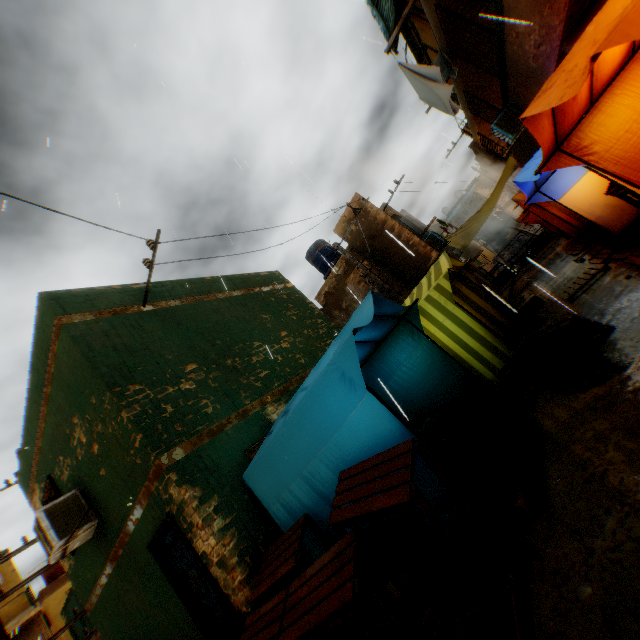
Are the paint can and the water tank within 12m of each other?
no

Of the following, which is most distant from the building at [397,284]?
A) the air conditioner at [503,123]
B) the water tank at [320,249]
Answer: the water tank at [320,249]

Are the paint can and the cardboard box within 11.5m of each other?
yes

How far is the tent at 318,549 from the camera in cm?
430

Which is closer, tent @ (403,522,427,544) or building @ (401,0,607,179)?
tent @ (403,522,427,544)

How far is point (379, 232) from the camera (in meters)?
15.02

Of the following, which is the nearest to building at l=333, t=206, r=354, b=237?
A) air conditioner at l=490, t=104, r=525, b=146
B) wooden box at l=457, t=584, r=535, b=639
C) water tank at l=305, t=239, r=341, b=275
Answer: air conditioner at l=490, t=104, r=525, b=146

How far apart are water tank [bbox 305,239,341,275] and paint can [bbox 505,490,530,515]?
15.91m
